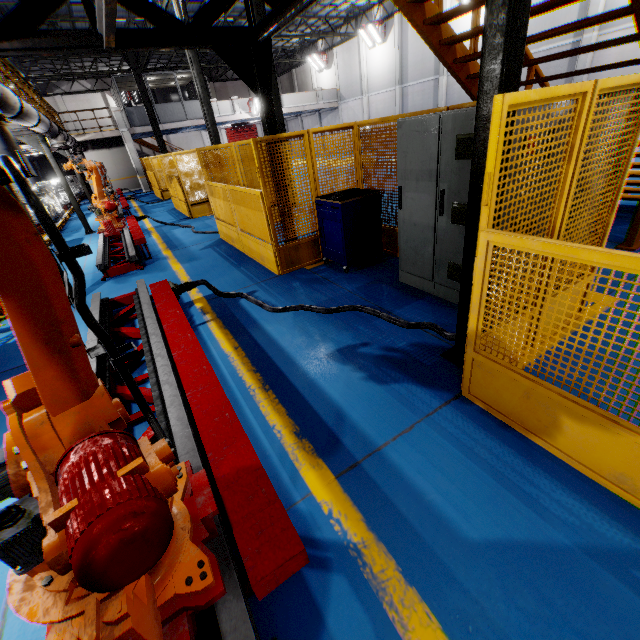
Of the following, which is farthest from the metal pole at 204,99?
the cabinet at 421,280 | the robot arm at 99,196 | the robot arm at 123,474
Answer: the robot arm at 123,474

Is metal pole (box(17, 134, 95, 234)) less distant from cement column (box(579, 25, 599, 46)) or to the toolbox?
the toolbox

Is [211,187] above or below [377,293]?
above

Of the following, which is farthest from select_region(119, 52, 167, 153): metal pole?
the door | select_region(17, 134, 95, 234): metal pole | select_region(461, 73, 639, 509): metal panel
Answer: the door

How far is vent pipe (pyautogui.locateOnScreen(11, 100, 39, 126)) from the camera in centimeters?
632cm

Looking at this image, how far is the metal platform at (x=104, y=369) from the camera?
3.3 meters

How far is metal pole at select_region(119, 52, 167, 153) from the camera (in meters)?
18.83

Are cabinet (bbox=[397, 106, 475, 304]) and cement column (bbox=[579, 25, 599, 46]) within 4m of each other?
no
